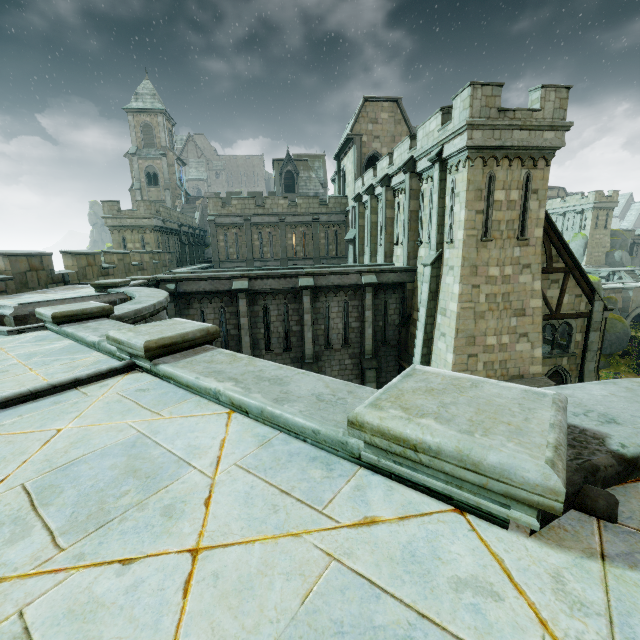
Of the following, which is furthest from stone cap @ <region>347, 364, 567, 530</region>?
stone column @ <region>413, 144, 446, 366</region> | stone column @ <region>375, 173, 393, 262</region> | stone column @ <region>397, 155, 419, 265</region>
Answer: stone column @ <region>375, 173, 393, 262</region>

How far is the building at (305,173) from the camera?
46.1 meters

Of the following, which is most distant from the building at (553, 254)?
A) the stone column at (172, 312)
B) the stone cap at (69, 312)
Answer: the stone cap at (69, 312)

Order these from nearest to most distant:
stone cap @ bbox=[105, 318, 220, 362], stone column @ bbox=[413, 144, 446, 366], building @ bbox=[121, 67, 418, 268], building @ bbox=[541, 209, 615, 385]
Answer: stone cap @ bbox=[105, 318, 220, 362] → stone column @ bbox=[413, 144, 446, 366] → building @ bbox=[541, 209, 615, 385] → building @ bbox=[121, 67, 418, 268]

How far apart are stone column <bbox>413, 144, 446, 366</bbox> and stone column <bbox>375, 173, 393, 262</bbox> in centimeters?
544cm

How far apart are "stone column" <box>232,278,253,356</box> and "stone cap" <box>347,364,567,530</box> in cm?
1367

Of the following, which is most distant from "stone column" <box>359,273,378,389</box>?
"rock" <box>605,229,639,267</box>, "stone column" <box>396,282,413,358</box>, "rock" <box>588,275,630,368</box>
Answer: "rock" <box>605,229,639,267</box>

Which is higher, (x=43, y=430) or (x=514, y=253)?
(x=514, y=253)
